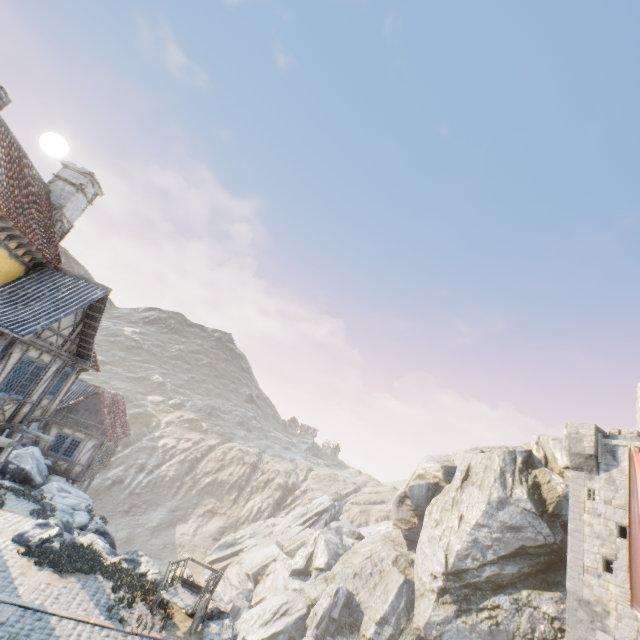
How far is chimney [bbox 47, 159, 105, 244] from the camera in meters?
14.2 m

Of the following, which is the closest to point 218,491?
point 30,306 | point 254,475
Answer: point 254,475

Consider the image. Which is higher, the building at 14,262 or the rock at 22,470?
the building at 14,262

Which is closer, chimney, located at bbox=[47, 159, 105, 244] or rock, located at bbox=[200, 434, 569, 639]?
chimney, located at bbox=[47, 159, 105, 244]

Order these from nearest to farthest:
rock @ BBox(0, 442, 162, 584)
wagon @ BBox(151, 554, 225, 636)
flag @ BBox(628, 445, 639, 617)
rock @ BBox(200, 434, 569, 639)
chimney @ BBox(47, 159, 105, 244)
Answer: wagon @ BBox(151, 554, 225, 636) → rock @ BBox(0, 442, 162, 584) → chimney @ BBox(47, 159, 105, 244) → flag @ BBox(628, 445, 639, 617) → rock @ BBox(200, 434, 569, 639)

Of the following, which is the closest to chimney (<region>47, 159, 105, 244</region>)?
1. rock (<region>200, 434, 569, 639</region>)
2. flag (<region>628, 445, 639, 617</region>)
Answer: flag (<region>628, 445, 639, 617</region>)

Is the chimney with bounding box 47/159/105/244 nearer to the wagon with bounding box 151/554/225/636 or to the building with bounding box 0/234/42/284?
the building with bounding box 0/234/42/284

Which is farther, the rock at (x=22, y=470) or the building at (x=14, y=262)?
the rock at (x=22, y=470)
